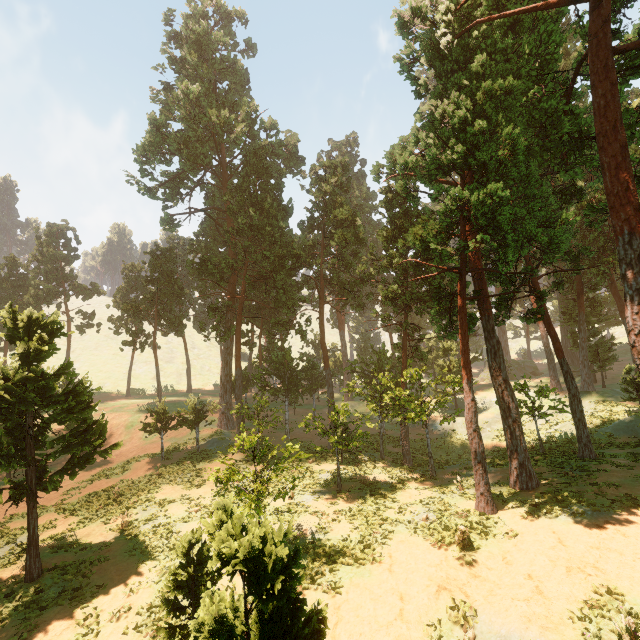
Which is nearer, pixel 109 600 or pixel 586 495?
pixel 109 600

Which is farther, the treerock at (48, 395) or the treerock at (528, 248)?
the treerock at (48, 395)

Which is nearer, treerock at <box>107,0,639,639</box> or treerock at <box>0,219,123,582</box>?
treerock at <box>107,0,639,639</box>
